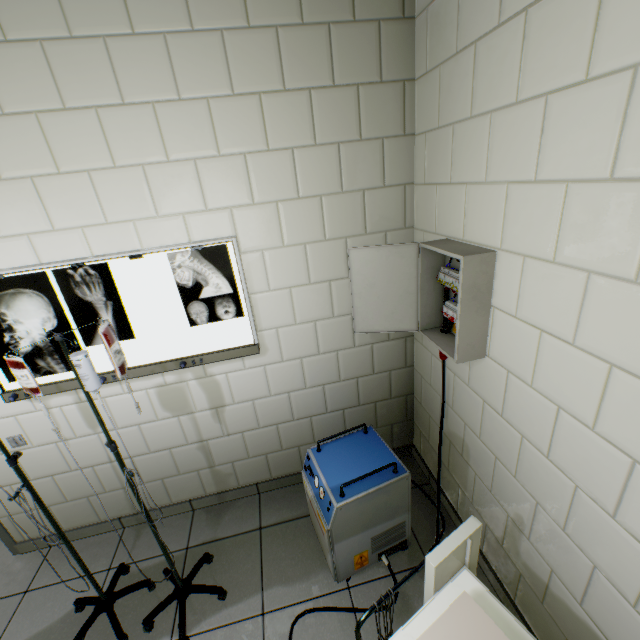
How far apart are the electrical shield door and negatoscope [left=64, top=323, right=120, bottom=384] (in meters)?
0.60

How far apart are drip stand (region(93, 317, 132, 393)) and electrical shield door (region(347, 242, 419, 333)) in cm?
116

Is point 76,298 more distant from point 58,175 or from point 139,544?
point 139,544

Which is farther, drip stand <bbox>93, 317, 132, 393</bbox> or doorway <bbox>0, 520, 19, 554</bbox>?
doorway <bbox>0, 520, 19, 554</bbox>

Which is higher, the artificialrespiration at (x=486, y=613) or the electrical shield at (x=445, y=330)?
the electrical shield at (x=445, y=330)

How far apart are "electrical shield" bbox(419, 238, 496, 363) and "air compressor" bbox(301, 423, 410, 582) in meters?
0.7 m

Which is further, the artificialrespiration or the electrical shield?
the electrical shield

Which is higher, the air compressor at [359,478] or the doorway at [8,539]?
the air compressor at [359,478]
